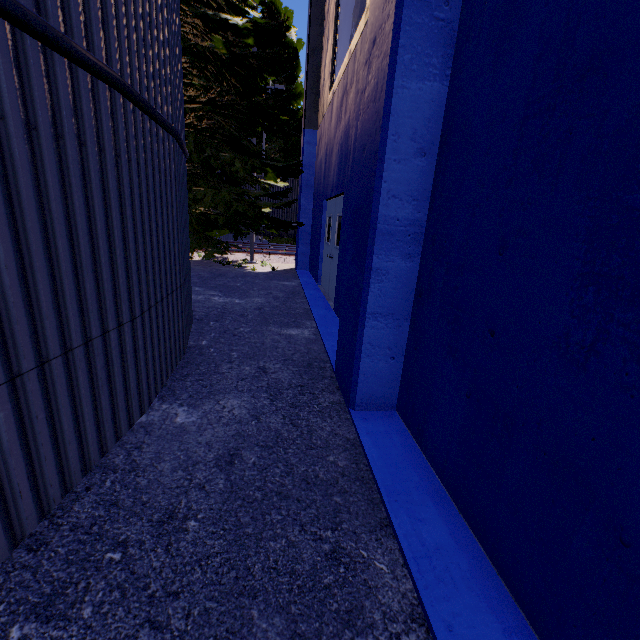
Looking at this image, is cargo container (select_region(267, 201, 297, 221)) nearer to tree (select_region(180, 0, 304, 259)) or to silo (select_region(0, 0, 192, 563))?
tree (select_region(180, 0, 304, 259))

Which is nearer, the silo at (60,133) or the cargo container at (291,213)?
the silo at (60,133)

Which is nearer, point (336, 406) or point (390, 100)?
point (390, 100)

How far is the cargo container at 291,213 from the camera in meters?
18.9

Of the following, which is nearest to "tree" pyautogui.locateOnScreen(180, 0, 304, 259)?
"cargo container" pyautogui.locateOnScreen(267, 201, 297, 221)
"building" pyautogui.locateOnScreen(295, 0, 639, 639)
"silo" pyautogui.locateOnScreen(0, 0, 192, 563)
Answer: "silo" pyautogui.locateOnScreen(0, 0, 192, 563)

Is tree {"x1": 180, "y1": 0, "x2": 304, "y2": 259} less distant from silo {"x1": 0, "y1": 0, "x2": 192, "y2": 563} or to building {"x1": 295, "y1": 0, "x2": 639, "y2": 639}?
silo {"x1": 0, "y1": 0, "x2": 192, "y2": 563}

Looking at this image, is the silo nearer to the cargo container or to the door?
the door

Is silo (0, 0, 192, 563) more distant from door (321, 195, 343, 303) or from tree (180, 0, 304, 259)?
door (321, 195, 343, 303)
